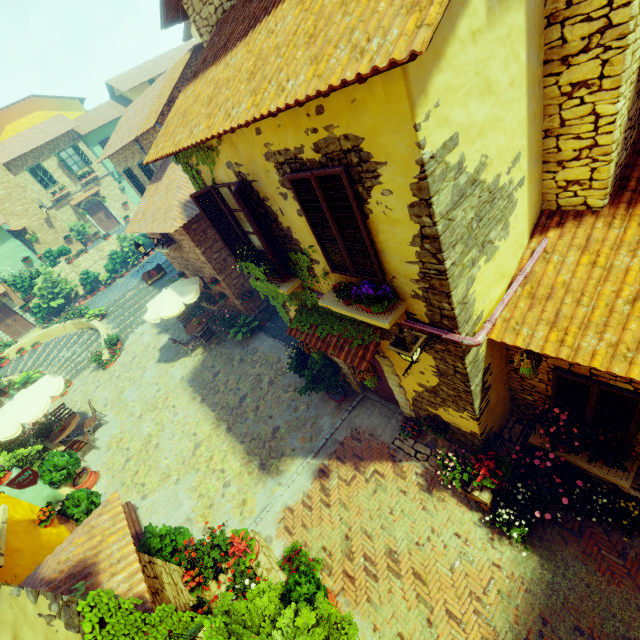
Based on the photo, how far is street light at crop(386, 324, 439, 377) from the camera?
4.0m

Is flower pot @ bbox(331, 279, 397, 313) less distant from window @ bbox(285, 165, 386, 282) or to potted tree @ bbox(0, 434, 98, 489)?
window @ bbox(285, 165, 386, 282)

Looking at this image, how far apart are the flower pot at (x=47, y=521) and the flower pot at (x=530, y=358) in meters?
10.4 m

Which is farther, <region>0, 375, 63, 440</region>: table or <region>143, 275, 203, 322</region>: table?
<region>143, 275, 203, 322</region>: table

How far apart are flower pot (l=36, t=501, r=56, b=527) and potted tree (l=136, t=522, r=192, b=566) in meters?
2.1 m

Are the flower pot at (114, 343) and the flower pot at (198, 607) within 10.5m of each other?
no

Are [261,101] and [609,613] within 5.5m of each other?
no

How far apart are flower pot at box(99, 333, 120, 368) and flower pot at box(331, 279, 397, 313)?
15.7m
